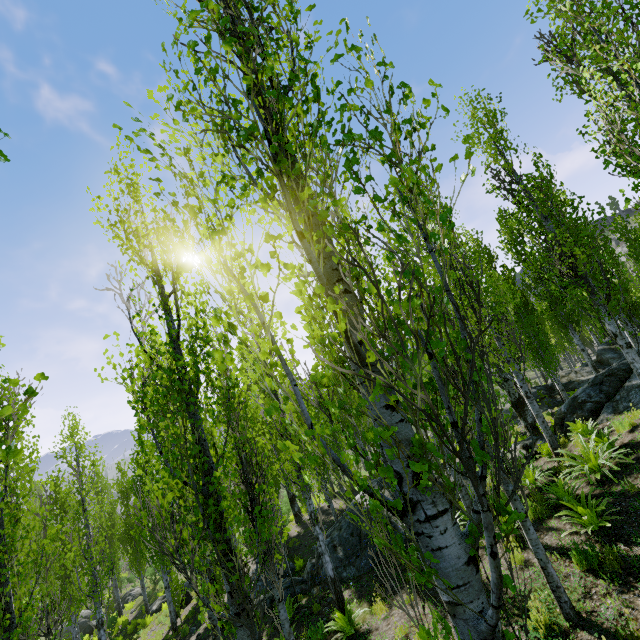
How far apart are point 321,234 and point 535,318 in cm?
1763

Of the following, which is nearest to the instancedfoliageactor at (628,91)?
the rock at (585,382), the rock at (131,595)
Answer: the rock at (585,382)

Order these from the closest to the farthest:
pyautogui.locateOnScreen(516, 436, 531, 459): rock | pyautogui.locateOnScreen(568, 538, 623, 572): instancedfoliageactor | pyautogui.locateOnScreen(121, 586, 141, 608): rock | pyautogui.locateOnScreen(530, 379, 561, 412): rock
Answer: pyautogui.locateOnScreen(568, 538, 623, 572): instancedfoliageactor < pyautogui.locateOnScreen(516, 436, 531, 459): rock < pyautogui.locateOnScreen(530, 379, 561, 412): rock < pyautogui.locateOnScreen(121, 586, 141, 608): rock

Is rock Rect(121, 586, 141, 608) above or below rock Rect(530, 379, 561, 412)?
below

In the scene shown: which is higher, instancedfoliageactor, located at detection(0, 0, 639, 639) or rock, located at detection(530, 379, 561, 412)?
instancedfoliageactor, located at detection(0, 0, 639, 639)

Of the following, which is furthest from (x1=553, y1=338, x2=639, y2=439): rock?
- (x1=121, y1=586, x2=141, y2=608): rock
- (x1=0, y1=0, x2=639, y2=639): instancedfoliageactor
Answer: (x1=121, y1=586, x2=141, y2=608): rock

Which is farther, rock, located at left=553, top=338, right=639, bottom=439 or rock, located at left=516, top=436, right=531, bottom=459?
rock, located at left=516, top=436, right=531, bottom=459
